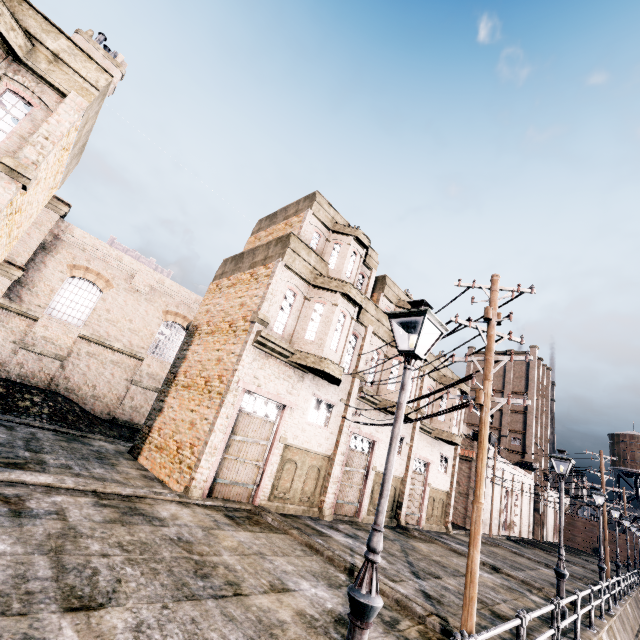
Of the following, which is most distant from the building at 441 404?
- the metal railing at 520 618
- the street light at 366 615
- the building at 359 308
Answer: the metal railing at 520 618

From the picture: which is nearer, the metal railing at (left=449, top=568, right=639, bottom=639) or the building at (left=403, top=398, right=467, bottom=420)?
the metal railing at (left=449, top=568, right=639, bottom=639)

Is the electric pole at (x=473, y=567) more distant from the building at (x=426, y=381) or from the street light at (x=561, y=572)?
the street light at (x=561, y=572)

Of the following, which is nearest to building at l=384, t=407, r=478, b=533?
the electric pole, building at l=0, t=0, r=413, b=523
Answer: the electric pole

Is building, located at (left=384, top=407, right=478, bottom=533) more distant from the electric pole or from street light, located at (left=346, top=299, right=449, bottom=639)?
street light, located at (left=346, top=299, right=449, bottom=639)

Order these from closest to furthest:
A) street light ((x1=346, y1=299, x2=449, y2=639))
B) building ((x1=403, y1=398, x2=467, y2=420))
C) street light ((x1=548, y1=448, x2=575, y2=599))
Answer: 1. street light ((x1=346, y1=299, x2=449, y2=639))
2. street light ((x1=548, y1=448, x2=575, y2=599))
3. building ((x1=403, y1=398, x2=467, y2=420))

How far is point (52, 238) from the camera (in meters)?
22.78

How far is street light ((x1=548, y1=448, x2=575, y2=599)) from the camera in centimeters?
1152cm
